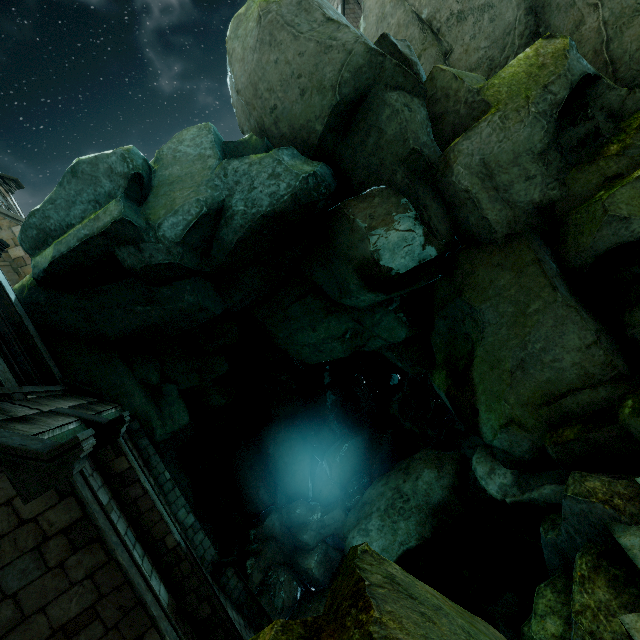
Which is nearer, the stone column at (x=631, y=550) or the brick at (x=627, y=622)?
the brick at (x=627, y=622)

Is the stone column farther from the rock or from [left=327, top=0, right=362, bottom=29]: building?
[left=327, top=0, right=362, bottom=29]: building

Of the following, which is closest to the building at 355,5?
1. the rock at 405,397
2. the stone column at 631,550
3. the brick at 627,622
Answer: the rock at 405,397

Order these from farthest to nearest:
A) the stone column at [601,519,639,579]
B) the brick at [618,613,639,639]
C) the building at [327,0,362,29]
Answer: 1. the building at [327,0,362,29]
2. the stone column at [601,519,639,579]
3. the brick at [618,613,639,639]

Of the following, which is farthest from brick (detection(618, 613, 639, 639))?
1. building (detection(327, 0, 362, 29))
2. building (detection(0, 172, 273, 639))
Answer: building (detection(327, 0, 362, 29))

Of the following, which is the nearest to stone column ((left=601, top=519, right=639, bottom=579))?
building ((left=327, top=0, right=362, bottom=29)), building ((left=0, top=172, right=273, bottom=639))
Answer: building ((left=0, top=172, right=273, bottom=639))

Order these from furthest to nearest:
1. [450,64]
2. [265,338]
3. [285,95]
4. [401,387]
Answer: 1. [401,387]
2. [265,338]
3. [450,64]
4. [285,95]

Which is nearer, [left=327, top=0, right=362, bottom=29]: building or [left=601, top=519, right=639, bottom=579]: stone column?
[left=601, top=519, right=639, bottom=579]: stone column
